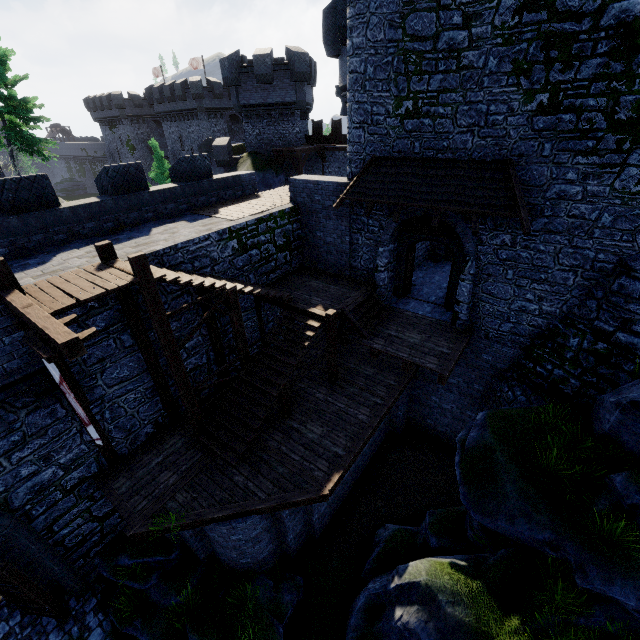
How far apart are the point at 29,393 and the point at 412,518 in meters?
12.8

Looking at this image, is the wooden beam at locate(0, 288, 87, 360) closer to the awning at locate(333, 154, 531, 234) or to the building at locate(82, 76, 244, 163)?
the awning at locate(333, 154, 531, 234)

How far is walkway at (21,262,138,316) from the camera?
6.5m

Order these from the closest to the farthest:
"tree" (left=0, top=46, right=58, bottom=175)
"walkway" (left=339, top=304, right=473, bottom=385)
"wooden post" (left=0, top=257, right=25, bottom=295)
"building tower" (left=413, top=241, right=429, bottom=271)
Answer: "wooden post" (left=0, top=257, right=25, bottom=295)
"walkway" (left=339, top=304, right=473, bottom=385)
"building tower" (left=413, top=241, right=429, bottom=271)
"tree" (left=0, top=46, right=58, bottom=175)

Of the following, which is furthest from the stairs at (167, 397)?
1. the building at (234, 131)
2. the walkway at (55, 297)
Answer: the building at (234, 131)

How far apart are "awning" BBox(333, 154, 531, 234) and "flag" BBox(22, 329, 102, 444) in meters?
8.7 m

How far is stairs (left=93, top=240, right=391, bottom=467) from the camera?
8.2 meters

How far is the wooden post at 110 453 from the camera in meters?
7.9 m
